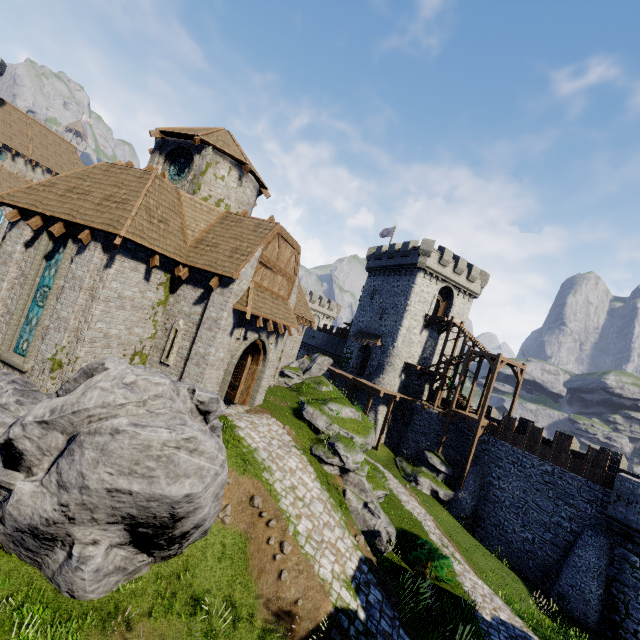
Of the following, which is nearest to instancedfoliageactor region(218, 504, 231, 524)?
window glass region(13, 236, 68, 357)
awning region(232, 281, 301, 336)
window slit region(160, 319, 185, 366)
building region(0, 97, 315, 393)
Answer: building region(0, 97, 315, 393)

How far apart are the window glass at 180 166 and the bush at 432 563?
20.5 meters

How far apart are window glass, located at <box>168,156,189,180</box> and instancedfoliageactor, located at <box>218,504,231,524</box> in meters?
14.5 m

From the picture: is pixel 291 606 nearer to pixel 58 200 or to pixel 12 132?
pixel 58 200

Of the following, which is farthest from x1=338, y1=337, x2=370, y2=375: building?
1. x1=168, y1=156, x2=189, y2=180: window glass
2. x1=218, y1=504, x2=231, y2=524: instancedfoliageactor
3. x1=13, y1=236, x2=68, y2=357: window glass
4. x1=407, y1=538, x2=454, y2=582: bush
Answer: x1=13, y1=236, x2=68, y2=357: window glass

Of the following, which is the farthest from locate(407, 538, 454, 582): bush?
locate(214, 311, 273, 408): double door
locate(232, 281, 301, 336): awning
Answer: locate(232, 281, 301, 336): awning

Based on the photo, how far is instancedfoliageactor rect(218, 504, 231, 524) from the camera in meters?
10.3

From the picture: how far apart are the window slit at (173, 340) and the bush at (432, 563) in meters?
13.6
